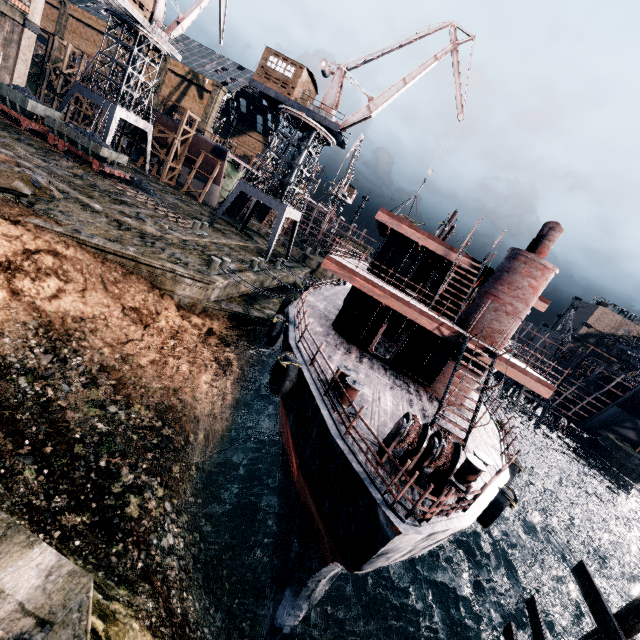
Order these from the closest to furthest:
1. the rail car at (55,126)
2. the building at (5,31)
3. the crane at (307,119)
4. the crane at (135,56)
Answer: the rail car at (55,126) < the crane at (307,119) < the building at (5,31) < the crane at (135,56)

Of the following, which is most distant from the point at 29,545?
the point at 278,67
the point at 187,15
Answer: the point at 187,15

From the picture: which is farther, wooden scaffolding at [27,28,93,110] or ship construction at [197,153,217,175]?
ship construction at [197,153,217,175]

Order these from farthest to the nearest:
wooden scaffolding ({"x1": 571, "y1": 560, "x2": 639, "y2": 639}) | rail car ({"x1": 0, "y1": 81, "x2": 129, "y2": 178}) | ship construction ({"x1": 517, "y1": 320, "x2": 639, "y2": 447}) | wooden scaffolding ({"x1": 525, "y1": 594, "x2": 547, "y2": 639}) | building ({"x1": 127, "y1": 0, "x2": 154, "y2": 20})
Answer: ship construction ({"x1": 517, "y1": 320, "x2": 639, "y2": 447}), building ({"x1": 127, "y1": 0, "x2": 154, "y2": 20}), rail car ({"x1": 0, "y1": 81, "x2": 129, "y2": 178}), wooden scaffolding ({"x1": 525, "y1": 594, "x2": 547, "y2": 639}), wooden scaffolding ({"x1": 571, "y1": 560, "x2": 639, "y2": 639})

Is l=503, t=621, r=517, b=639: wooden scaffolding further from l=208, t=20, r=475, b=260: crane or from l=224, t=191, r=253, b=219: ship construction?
l=224, t=191, r=253, b=219: ship construction

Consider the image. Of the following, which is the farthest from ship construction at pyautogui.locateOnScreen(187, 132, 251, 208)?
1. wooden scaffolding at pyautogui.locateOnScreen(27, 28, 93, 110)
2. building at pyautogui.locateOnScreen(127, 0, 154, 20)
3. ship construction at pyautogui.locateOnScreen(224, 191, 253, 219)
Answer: wooden scaffolding at pyautogui.locateOnScreen(27, 28, 93, 110)

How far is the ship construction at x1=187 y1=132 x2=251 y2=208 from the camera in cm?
4453

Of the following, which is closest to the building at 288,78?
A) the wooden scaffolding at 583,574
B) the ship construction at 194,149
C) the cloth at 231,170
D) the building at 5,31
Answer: the ship construction at 194,149
